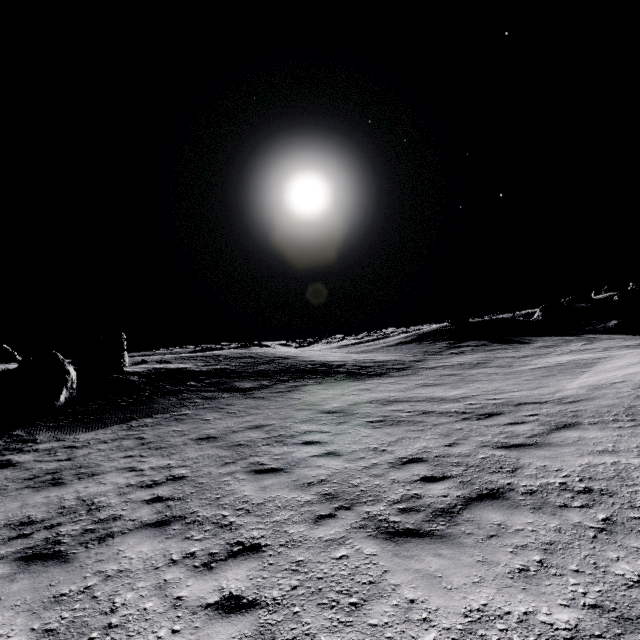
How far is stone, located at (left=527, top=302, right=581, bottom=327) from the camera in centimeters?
3769cm

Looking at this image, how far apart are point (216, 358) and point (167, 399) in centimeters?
1226cm

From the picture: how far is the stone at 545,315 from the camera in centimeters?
3769cm
